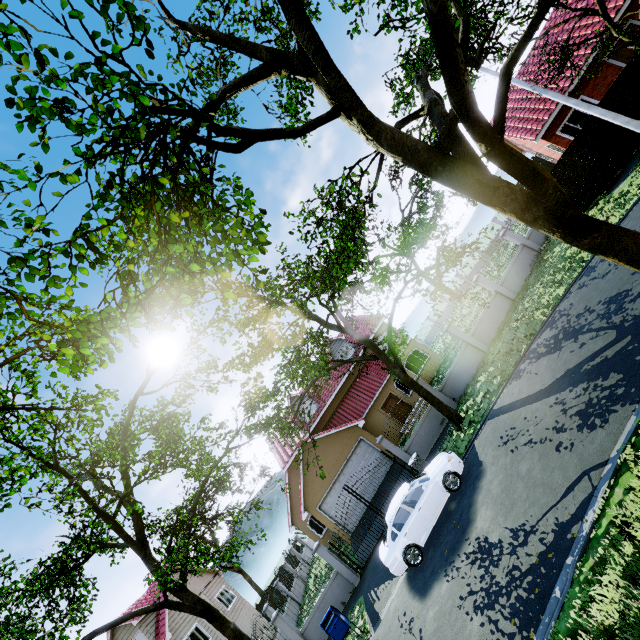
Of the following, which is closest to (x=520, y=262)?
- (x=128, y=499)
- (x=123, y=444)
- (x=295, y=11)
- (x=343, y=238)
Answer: (x=343, y=238)

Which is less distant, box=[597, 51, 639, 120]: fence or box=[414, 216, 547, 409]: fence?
box=[597, 51, 639, 120]: fence

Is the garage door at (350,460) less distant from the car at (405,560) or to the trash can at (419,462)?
the trash can at (419,462)

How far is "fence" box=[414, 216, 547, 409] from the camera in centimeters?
1745cm

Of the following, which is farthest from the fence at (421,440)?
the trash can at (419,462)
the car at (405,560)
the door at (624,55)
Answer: the door at (624,55)

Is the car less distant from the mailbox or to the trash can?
the trash can

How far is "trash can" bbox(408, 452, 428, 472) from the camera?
14.32m

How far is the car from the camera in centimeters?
1079cm
